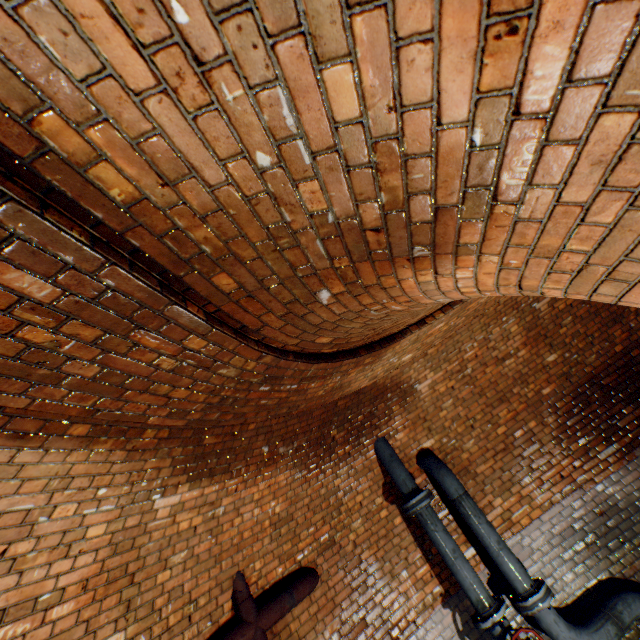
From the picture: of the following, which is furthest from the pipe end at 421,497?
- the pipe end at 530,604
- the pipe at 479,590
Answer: the pipe end at 530,604

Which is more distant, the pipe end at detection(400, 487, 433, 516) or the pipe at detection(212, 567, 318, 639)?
the pipe end at detection(400, 487, 433, 516)

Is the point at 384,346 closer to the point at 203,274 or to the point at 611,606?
the point at 203,274

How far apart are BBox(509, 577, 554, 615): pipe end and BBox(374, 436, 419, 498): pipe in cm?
148

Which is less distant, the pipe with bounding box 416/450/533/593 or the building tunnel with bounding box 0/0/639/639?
the building tunnel with bounding box 0/0/639/639

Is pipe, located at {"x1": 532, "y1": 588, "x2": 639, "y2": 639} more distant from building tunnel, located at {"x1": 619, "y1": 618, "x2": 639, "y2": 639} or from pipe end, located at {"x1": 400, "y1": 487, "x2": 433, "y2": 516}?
pipe end, located at {"x1": 400, "y1": 487, "x2": 433, "y2": 516}

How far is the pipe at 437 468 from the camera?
3.8m

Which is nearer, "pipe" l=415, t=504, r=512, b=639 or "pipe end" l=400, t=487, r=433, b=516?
"pipe" l=415, t=504, r=512, b=639
